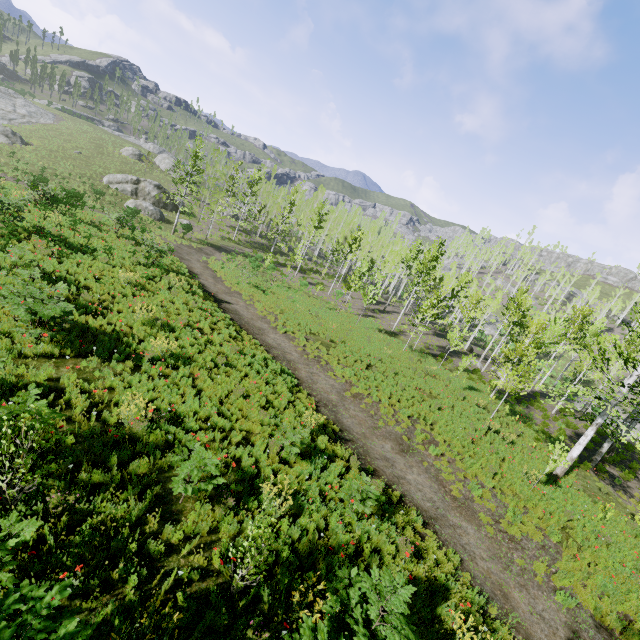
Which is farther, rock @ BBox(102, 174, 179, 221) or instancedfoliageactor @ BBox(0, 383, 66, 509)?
rock @ BBox(102, 174, 179, 221)

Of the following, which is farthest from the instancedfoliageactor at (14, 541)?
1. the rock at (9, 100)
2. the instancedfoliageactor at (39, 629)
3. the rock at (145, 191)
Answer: the rock at (145, 191)

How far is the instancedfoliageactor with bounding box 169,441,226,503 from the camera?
5.7m

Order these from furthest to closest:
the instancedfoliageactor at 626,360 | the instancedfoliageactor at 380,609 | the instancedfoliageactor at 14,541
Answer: the instancedfoliageactor at 626,360, the instancedfoliageactor at 380,609, the instancedfoliageactor at 14,541

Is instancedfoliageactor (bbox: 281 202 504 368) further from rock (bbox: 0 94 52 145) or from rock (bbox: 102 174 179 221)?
rock (bbox: 102 174 179 221)

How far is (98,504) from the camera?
5.7 meters

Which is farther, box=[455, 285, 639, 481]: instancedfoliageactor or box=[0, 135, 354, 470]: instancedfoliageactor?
box=[455, 285, 639, 481]: instancedfoliageactor

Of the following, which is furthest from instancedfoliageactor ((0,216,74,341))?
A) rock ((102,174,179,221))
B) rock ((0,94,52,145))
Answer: rock ((102,174,179,221))
